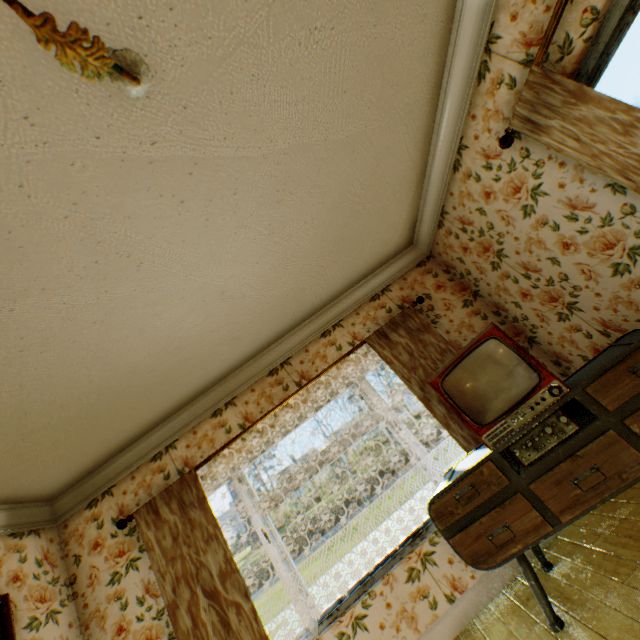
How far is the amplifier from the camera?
2.1m

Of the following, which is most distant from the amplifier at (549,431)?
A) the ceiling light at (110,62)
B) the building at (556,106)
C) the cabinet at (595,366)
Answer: the ceiling light at (110,62)

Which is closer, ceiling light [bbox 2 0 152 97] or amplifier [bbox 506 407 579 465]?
ceiling light [bbox 2 0 152 97]

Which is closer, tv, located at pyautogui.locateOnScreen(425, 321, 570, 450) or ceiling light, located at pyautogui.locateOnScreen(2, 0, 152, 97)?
ceiling light, located at pyautogui.locateOnScreen(2, 0, 152, 97)

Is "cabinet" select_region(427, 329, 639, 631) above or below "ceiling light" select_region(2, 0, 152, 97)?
below

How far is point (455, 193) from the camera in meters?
3.3 m

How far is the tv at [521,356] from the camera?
2.23m

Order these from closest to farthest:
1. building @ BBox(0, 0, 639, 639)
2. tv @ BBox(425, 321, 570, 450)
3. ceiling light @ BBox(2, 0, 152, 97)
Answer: ceiling light @ BBox(2, 0, 152, 97) < building @ BBox(0, 0, 639, 639) < tv @ BBox(425, 321, 570, 450)
